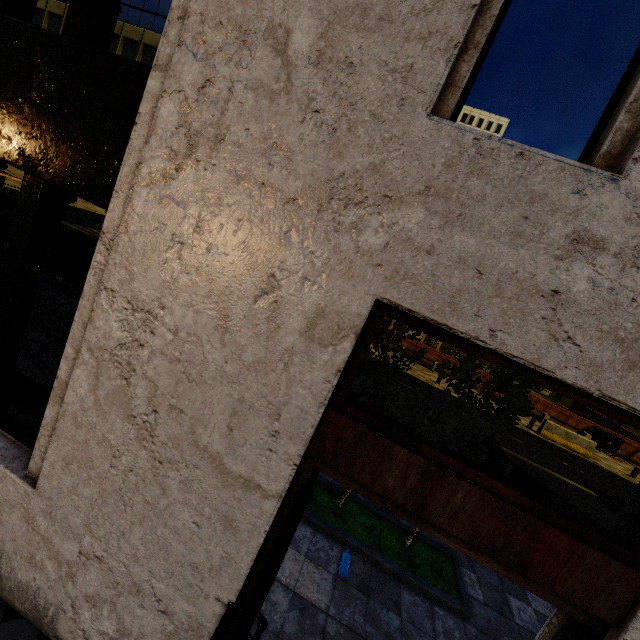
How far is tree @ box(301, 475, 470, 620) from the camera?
4.18m

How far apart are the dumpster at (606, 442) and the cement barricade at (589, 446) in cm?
440

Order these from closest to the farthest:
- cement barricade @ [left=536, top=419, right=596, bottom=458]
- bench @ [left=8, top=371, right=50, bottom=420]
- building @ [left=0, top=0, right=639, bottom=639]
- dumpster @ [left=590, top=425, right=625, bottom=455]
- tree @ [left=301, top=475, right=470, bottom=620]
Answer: → building @ [left=0, top=0, right=639, bottom=639], bench @ [left=8, top=371, right=50, bottom=420], tree @ [left=301, top=475, right=470, bottom=620], cement barricade @ [left=536, top=419, right=596, bottom=458], dumpster @ [left=590, top=425, right=625, bottom=455]

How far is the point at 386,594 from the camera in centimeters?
390cm

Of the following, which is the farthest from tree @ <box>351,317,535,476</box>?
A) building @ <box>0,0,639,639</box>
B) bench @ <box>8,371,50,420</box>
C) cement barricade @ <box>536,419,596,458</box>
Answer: cement barricade @ <box>536,419,596,458</box>

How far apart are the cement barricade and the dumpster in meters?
4.4 m

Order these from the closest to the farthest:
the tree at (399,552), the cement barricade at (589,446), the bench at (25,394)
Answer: the bench at (25,394) → the tree at (399,552) → the cement barricade at (589,446)

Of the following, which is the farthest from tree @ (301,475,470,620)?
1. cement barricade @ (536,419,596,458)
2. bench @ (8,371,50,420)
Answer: cement barricade @ (536,419,596,458)
